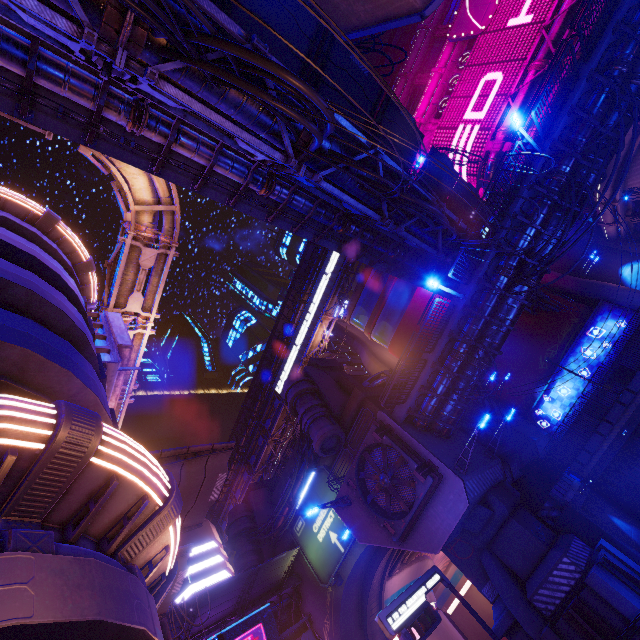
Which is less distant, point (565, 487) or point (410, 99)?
point (565, 487)

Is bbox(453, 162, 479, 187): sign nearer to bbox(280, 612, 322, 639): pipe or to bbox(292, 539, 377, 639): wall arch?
bbox(292, 539, 377, 639): wall arch

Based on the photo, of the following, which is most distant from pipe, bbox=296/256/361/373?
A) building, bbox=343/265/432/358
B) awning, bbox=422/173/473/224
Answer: awning, bbox=422/173/473/224

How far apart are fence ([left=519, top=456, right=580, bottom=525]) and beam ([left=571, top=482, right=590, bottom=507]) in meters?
0.0

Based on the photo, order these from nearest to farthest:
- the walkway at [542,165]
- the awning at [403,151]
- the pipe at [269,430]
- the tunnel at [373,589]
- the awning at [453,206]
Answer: the walkway at [542,165]
the awning at [403,151]
the awning at [453,206]
the tunnel at [373,589]
the pipe at [269,430]

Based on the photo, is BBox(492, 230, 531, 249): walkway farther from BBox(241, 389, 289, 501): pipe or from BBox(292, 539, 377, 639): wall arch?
BBox(241, 389, 289, 501): pipe

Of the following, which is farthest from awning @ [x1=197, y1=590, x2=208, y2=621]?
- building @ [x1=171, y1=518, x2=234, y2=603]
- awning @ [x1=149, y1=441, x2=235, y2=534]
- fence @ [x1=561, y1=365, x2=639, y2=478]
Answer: building @ [x1=171, y1=518, x2=234, y2=603]

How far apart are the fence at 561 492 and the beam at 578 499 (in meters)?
0.00
